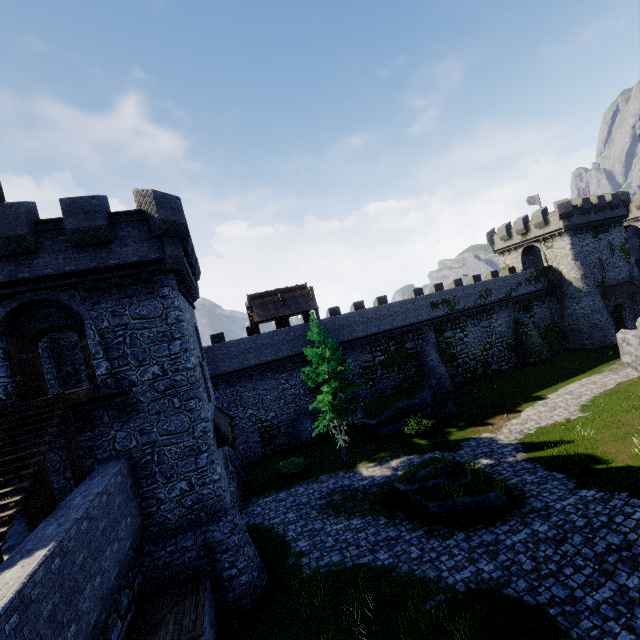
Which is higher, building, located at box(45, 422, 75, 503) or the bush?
building, located at box(45, 422, 75, 503)

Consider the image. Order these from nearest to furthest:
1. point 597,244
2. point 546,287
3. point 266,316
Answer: point 266,316, point 597,244, point 546,287

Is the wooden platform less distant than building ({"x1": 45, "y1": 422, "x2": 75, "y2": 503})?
Yes

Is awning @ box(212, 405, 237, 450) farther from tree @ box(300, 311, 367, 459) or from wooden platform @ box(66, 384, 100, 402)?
tree @ box(300, 311, 367, 459)

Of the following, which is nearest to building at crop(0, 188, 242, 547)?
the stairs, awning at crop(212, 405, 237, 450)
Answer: awning at crop(212, 405, 237, 450)

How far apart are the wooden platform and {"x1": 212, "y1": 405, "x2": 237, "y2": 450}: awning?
5.23m

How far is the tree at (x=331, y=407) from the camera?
21.1m

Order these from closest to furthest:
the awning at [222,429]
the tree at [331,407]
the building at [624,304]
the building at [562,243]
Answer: the awning at [222,429]
the tree at [331,407]
the building at [562,243]
the building at [624,304]
